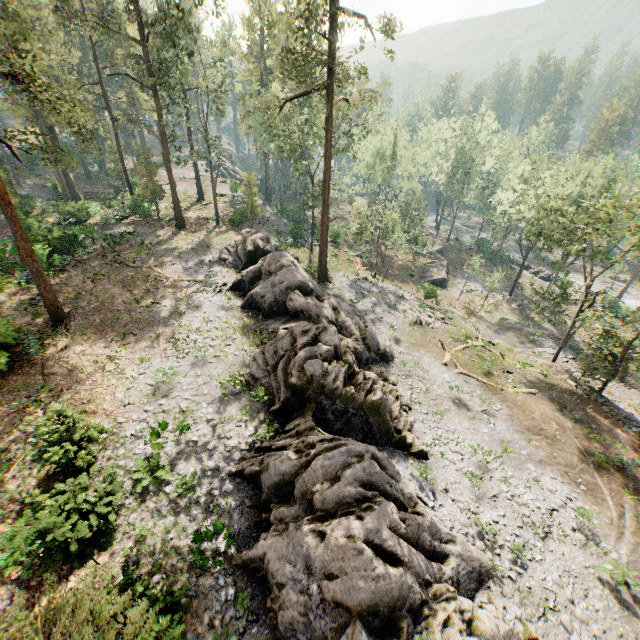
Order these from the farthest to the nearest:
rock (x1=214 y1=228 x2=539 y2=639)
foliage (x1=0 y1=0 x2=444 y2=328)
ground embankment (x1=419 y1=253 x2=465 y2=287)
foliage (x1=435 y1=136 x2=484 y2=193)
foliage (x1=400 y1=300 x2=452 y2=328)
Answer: foliage (x1=435 y1=136 x2=484 y2=193)
ground embankment (x1=419 y1=253 x2=465 y2=287)
foliage (x1=400 y1=300 x2=452 y2=328)
foliage (x1=0 y1=0 x2=444 y2=328)
rock (x1=214 y1=228 x2=539 y2=639)

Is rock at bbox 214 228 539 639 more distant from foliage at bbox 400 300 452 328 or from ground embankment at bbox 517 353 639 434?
ground embankment at bbox 517 353 639 434

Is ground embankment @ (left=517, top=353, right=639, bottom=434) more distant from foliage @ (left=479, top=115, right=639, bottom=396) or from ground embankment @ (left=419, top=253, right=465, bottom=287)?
ground embankment @ (left=419, top=253, right=465, bottom=287)

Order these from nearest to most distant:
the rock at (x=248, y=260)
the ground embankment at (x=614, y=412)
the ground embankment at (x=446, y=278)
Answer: the rock at (x=248, y=260), the ground embankment at (x=614, y=412), the ground embankment at (x=446, y=278)

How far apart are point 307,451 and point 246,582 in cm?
447

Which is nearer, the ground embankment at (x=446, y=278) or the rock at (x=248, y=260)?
the rock at (x=248, y=260)

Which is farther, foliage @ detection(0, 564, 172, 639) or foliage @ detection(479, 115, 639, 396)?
foliage @ detection(479, 115, 639, 396)

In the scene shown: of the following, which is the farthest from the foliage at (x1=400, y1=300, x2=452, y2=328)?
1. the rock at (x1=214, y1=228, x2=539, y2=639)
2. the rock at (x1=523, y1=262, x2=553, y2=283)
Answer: the rock at (x1=214, y1=228, x2=539, y2=639)
